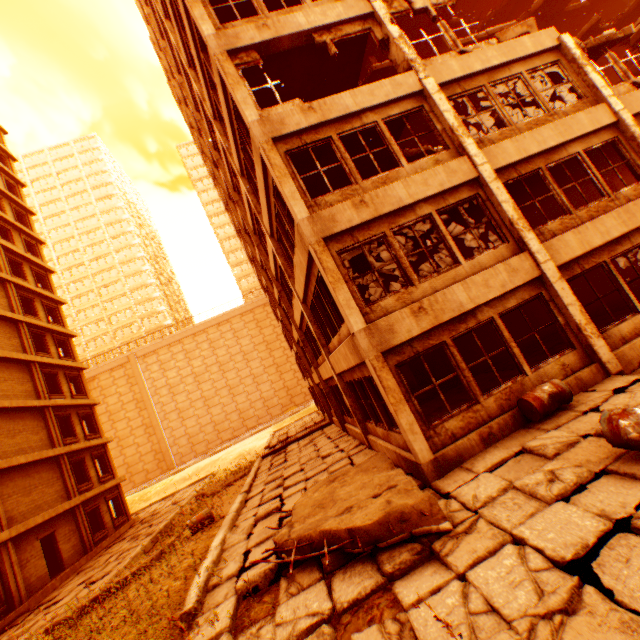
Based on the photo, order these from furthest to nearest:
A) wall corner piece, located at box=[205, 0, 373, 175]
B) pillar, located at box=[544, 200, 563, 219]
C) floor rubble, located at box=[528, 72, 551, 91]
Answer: pillar, located at box=[544, 200, 563, 219]
floor rubble, located at box=[528, 72, 551, 91]
wall corner piece, located at box=[205, 0, 373, 175]

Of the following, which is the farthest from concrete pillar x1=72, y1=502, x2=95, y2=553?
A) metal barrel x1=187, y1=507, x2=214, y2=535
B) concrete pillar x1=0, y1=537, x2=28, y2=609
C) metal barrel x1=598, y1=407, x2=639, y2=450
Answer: metal barrel x1=598, y1=407, x2=639, y2=450

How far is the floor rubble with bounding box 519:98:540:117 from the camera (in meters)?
12.31

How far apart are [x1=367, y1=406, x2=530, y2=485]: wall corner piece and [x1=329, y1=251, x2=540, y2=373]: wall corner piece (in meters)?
2.36

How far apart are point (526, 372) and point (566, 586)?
5.2m

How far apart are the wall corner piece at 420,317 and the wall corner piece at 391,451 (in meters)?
2.36

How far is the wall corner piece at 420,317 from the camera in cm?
718

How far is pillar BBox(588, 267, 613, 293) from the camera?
16.4 meters
